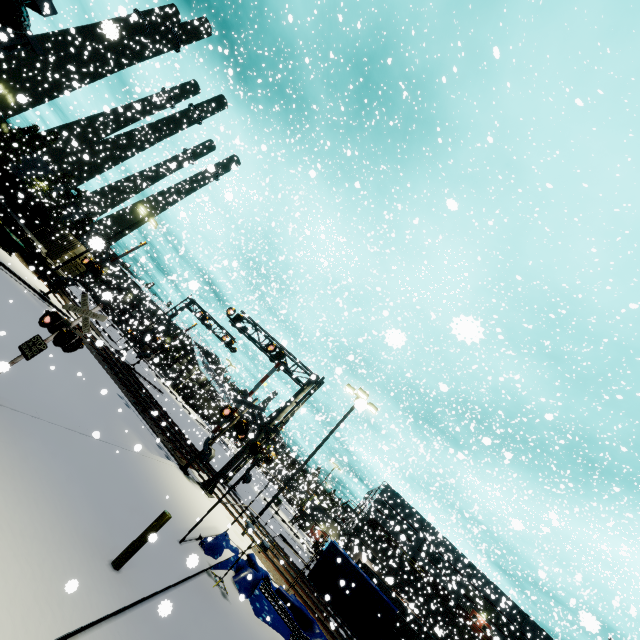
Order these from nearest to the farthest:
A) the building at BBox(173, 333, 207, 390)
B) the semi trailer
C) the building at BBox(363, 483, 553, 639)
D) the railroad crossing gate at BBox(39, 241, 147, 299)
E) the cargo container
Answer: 1. the railroad crossing gate at BBox(39, 241, 147, 299)
2. the semi trailer
3. the cargo container
4. the building at BBox(173, 333, 207, 390)
5. the building at BBox(363, 483, 553, 639)

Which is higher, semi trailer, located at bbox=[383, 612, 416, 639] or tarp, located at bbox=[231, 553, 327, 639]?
semi trailer, located at bbox=[383, 612, 416, 639]

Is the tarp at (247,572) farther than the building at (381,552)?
No

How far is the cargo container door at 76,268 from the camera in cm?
2798

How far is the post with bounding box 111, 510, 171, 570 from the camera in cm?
604

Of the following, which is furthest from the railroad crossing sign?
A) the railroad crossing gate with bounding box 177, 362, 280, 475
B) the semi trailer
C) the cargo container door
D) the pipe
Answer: the cargo container door

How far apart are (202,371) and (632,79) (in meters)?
59.39

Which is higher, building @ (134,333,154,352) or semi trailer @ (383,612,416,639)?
semi trailer @ (383,612,416,639)
